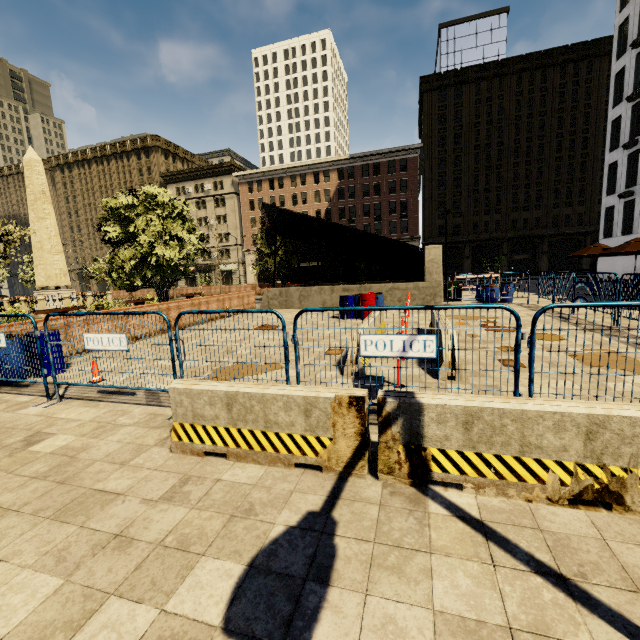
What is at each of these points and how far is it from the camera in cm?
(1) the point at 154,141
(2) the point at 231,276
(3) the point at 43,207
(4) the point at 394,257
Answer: (1) building, 5941
(2) building, 5950
(3) obelisk, 2366
(4) building, 5088

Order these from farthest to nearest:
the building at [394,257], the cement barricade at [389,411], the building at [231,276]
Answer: the building at [231,276] → the building at [394,257] → the cement barricade at [389,411]

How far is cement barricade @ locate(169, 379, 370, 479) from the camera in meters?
3.3 m

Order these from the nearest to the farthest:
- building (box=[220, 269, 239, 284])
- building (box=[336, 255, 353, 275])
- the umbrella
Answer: the umbrella → building (box=[336, 255, 353, 275]) → building (box=[220, 269, 239, 284])

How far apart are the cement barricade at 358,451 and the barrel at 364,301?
10.2m

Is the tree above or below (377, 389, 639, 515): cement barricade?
above

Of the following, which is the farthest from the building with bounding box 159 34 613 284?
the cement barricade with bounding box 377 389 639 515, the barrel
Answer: the cement barricade with bounding box 377 389 639 515

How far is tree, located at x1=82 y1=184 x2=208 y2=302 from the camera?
A: 12.45m
